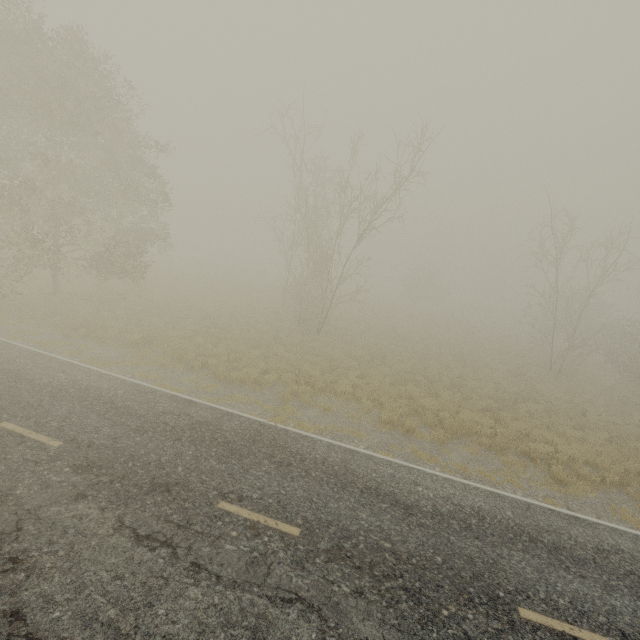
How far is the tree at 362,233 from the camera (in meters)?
17.05

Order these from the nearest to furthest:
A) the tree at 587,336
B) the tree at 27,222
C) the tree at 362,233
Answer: the tree at 27,222 → the tree at 362,233 → the tree at 587,336

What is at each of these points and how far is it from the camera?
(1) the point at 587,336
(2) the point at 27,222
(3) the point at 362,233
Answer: (1) tree, 22.5 meters
(2) tree, 15.8 meters
(3) tree, 18.3 meters

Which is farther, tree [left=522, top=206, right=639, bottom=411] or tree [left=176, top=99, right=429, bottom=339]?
tree [left=522, top=206, right=639, bottom=411]

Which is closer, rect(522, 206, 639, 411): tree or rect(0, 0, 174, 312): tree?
rect(0, 0, 174, 312): tree

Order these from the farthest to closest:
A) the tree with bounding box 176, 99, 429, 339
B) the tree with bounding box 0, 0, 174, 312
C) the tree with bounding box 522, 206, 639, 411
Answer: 1. the tree with bounding box 522, 206, 639, 411
2. the tree with bounding box 176, 99, 429, 339
3. the tree with bounding box 0, 0, 174, 312

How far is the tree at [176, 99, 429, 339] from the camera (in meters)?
17.05
